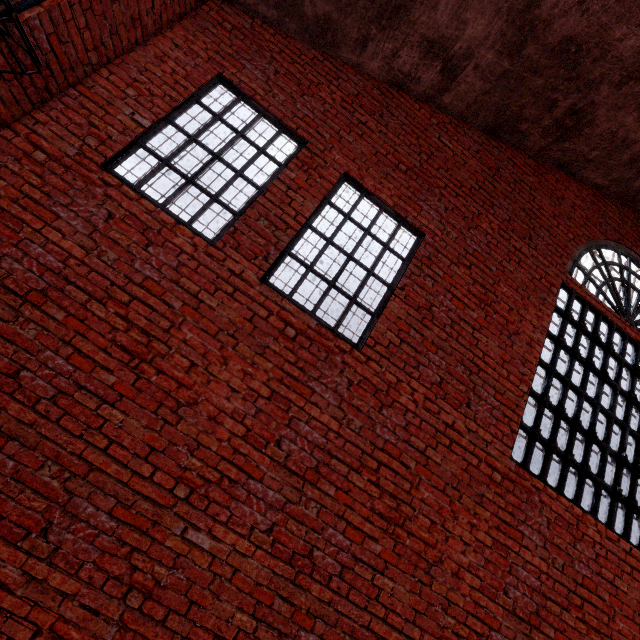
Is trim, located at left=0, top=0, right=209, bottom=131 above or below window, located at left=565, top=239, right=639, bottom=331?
below

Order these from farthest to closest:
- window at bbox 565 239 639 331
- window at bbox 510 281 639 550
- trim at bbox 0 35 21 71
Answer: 1. window at bbox 565 239 639 331
2. window at bbox 510 281 639 550
3. trim at bbox 0 35 21 71

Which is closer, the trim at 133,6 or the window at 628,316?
the trim at 133,6

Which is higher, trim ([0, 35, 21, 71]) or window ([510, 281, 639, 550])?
window ([510, 281, 639, 550])

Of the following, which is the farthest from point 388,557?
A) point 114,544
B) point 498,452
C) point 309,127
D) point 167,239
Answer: point 309,127

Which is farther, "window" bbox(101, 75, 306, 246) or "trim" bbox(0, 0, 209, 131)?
"window" bbox(101, 75, 306, 246)

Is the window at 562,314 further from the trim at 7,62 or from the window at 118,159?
the trim at 7,62

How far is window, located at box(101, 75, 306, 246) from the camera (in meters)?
3.46
